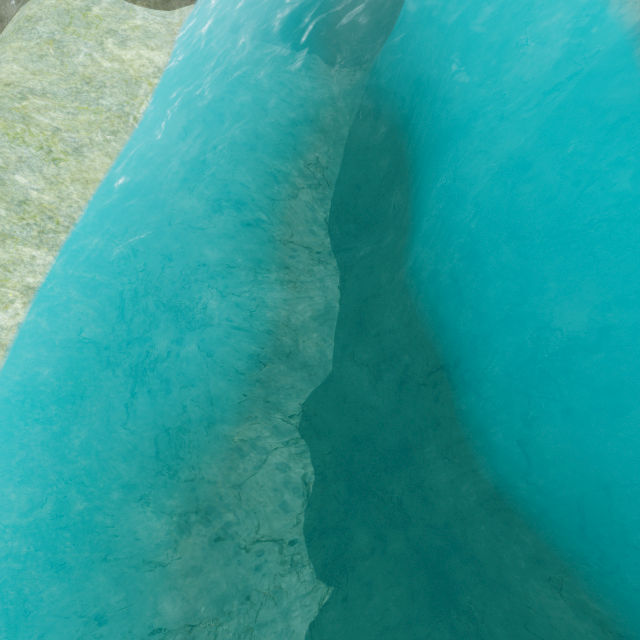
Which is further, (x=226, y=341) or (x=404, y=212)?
(x=404, y=212)
